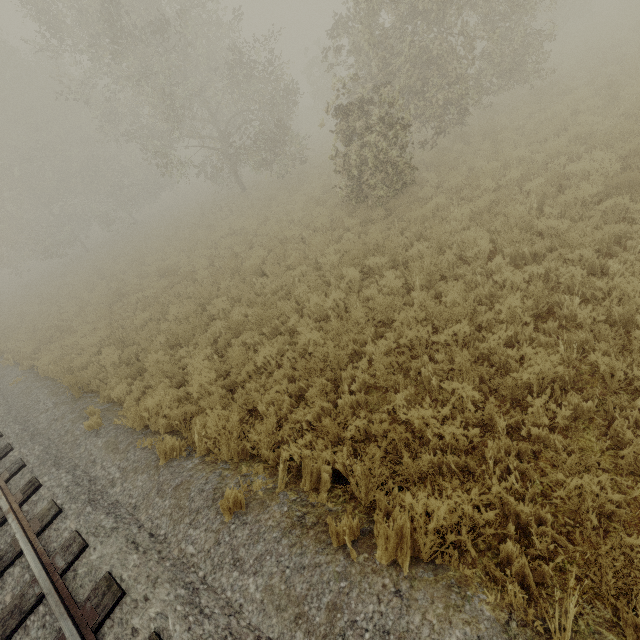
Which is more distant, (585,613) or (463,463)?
(463,463)
